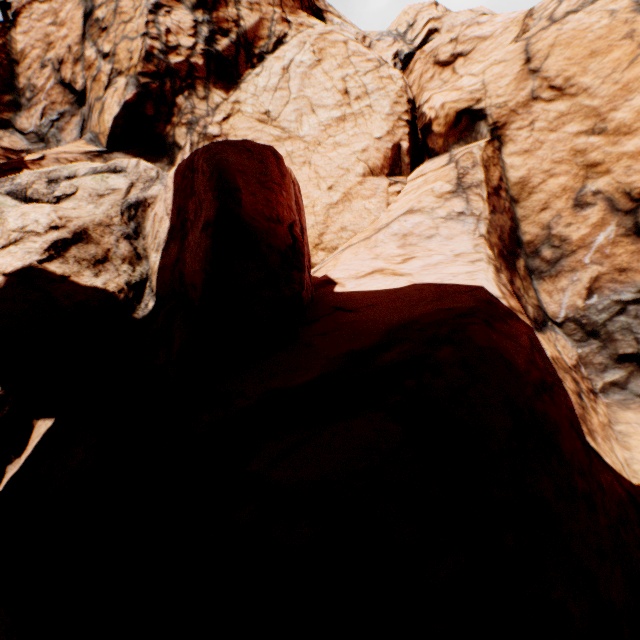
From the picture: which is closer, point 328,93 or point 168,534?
point 168,534
